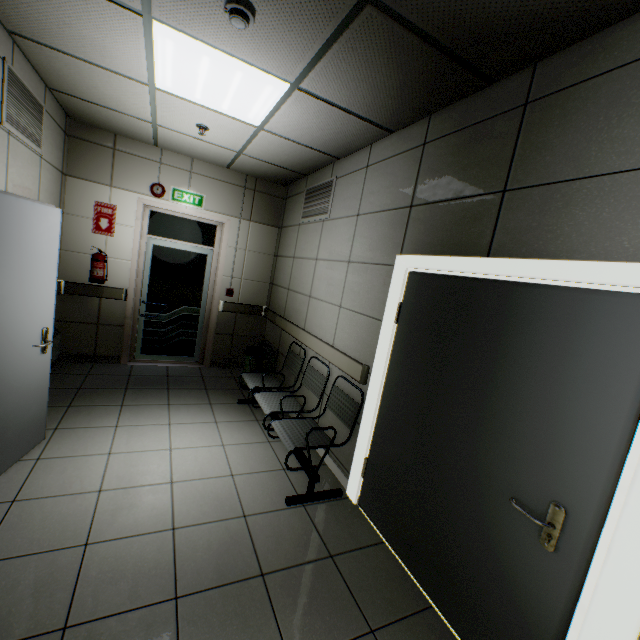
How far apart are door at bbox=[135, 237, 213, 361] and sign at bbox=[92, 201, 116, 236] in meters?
0.5

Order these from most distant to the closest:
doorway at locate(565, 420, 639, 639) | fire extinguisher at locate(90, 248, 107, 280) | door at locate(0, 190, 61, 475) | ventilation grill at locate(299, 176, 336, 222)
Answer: fire extinguisher at locate(90, 248, 107, 280) < ventilation grill at locate(299, 176, 336, 222) < door at locate(0, 190, 61, 475) < doorway at locate(565, 420, 639, 639)

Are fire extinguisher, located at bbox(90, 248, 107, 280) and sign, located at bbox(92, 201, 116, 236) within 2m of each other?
yes

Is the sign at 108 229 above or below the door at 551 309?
above

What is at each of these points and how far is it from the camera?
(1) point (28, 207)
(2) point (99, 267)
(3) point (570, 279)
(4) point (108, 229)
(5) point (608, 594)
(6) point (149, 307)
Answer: (1) door, 2.23m
(2) fire extinguisher, 4.48m
(3) doorway, 1.52m
(4) sign, 4.59m
(5) doorway, 1.29m
(6) door, 5.17m

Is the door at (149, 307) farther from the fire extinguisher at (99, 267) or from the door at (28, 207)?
the door at (28, 207)

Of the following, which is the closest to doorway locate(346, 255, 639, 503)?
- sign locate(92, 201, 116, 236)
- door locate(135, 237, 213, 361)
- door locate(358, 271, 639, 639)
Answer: door locate(358, 271, 639, 639)

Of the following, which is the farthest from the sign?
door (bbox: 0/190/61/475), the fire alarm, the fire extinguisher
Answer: the fire alarm
